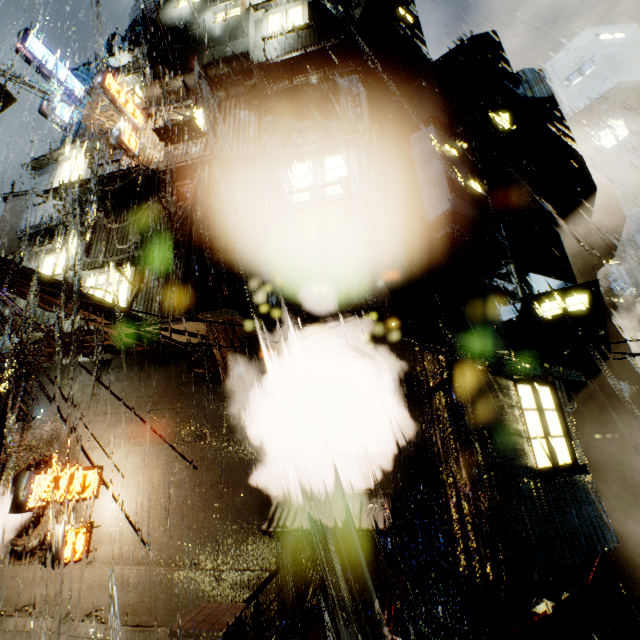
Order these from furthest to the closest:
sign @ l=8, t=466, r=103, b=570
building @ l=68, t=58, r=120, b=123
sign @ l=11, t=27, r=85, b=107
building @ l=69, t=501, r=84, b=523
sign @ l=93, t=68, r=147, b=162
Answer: sign @ l=11, t=27, r=85, b=107, building @ l=68, t=58, r=120, b=123, sign @ l=93, t=68, r=147, b=162, building @ l=69, t=501, r=84, b=523, sign @ l=8, t=466, r=103, b=570

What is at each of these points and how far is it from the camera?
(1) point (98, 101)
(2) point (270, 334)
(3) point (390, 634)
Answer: (1) building, 13.4 meters
(2) building, 9.4 meters
(3) railing, 3.8 meters

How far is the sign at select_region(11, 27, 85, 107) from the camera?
14.5 meters

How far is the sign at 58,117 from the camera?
15.0m

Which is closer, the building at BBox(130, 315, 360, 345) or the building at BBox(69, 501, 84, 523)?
the building at BBox(130, 315, 360, 345)

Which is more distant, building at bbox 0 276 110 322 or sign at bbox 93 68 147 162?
sign at bbox 93 68 147 162

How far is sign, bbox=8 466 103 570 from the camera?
7.1m

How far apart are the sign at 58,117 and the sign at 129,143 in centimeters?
574cm
